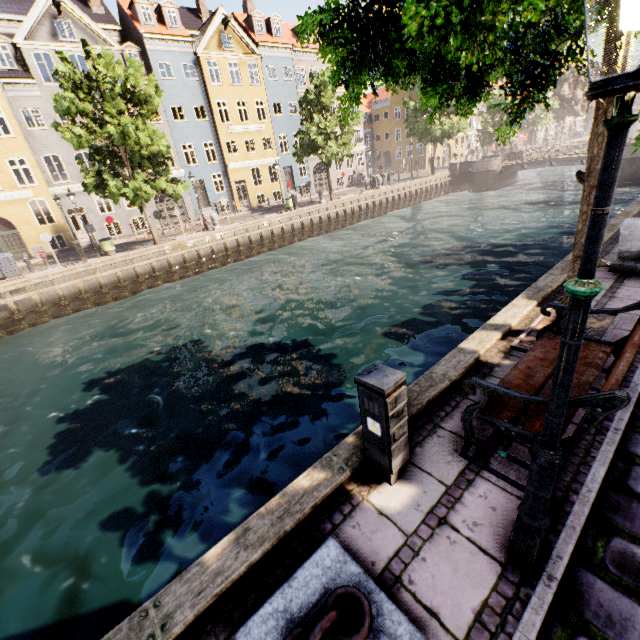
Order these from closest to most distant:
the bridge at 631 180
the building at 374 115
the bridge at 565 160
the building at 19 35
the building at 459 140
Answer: the building at 19 35 < the bridge at 631 180 < the bridge at 565 160 < the building at 374 115 < the building at 459 140

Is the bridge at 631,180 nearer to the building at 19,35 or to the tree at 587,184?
the tree at 587,184

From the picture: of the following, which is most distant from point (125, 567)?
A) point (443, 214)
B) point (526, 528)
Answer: point (443, 214)

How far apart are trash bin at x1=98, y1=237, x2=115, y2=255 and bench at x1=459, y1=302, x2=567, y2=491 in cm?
2213

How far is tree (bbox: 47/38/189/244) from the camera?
16.12m

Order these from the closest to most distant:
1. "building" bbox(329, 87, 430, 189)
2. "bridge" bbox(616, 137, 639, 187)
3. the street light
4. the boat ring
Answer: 1. the street light
2. the boat ring
3. "bridge" bbox(616, 137, 639, 187)
4. "building" bbox(329, 87, 430, 189)

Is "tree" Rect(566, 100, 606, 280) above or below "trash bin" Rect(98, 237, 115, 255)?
above

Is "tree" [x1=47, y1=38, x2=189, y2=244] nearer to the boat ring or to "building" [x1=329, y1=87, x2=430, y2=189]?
the boat ring
